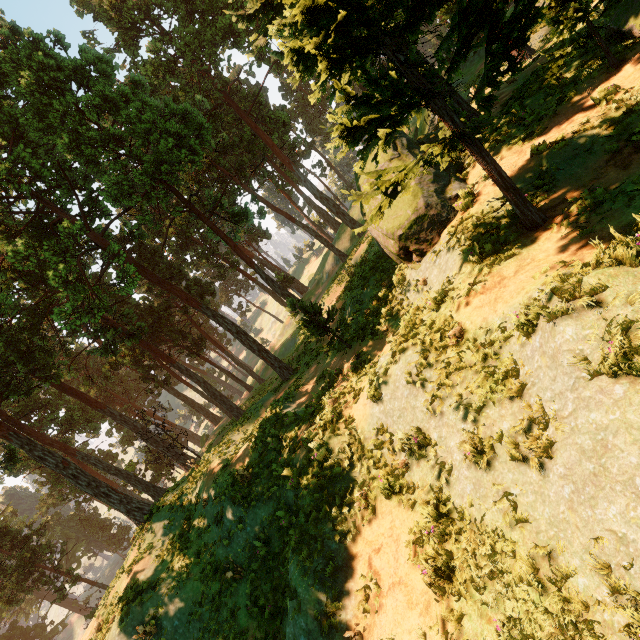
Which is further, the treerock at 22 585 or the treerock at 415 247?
the treerock at 22 585

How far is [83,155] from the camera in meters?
16.5

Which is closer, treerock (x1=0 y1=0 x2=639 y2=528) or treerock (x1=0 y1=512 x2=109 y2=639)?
treerock (x1=0 y1=0 x2=639 y2=528)
